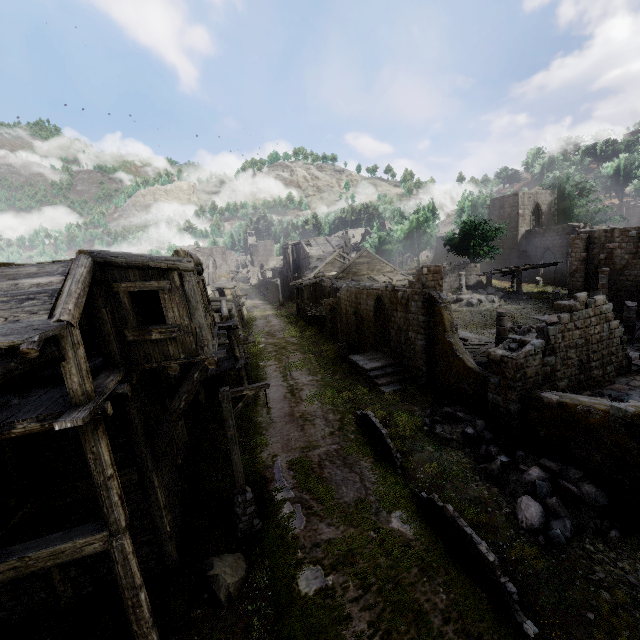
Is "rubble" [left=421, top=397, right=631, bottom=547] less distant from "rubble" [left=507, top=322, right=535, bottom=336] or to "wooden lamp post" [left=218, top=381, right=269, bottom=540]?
"wooden lamp post" [left=218, top=381, right=269, bottom=540]

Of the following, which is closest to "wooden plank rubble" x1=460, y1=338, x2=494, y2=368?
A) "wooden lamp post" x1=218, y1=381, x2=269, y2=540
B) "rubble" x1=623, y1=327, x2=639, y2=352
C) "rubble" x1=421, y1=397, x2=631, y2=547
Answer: "rubble" x1=421, y1=397, x2=631, y2=547

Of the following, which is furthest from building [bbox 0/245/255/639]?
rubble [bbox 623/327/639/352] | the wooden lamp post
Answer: the wooden lamp post

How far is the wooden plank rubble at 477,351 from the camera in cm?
1795

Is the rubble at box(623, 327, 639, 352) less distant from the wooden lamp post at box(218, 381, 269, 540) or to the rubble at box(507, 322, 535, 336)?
the rubble at box(507, 322, 535, 336)

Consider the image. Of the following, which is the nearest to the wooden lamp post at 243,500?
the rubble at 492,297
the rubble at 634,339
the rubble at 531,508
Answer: the rubble at 531,508

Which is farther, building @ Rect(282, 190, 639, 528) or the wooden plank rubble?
the wooden plank rubble

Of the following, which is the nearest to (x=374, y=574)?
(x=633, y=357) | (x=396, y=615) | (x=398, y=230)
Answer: (x=396, y=615)
